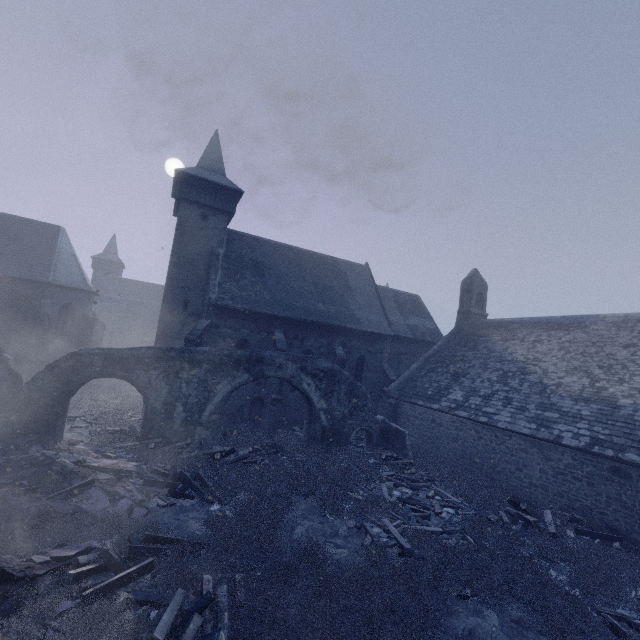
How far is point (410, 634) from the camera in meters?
5.5 m

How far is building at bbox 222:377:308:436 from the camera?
18.7m

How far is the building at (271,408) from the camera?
18.69m

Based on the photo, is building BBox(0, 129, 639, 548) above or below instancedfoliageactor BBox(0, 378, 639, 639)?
above

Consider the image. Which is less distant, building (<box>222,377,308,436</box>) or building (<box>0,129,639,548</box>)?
building (<box>0,129,639,548</box>)

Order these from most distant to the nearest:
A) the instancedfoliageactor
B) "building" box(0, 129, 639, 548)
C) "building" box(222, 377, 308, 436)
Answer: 1. "building" box(222, 377, 308, 436)
2. "building" box(0, 129, 639, 548)
3. the instancedfoliageactor

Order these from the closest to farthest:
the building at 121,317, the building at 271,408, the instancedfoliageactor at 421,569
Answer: the instancedfoliageactor at 421,569 → the building at 121,317 → the building at 271,408
